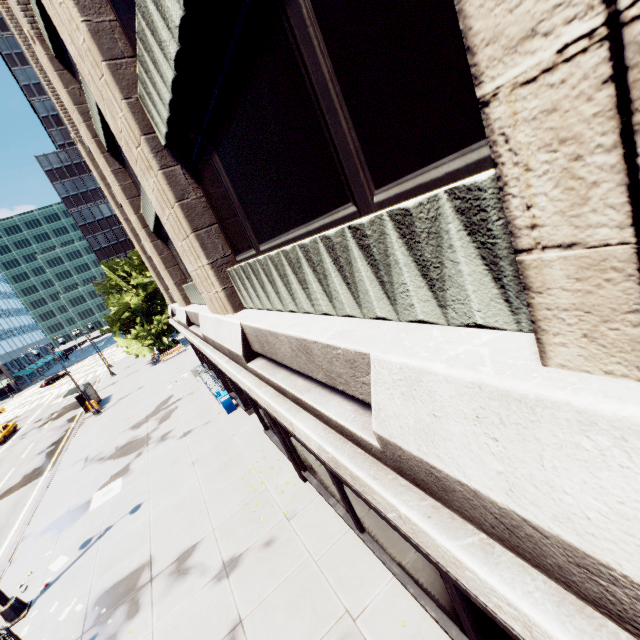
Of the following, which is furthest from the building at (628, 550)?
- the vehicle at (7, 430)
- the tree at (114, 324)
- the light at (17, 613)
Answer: the vehicle at (7, 430)

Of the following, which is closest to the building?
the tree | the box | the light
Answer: the box

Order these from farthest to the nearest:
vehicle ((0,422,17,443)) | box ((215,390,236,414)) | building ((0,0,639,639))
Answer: vehicle ((0,422,17,443)) → box ((215,390,236,414)) → building ((0,0,639,639))

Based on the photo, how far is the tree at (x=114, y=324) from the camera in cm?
3712

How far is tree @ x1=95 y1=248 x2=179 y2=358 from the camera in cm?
3712

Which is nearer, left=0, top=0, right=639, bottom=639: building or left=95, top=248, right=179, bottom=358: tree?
left=0, top=0, right=639, bottom=639: building

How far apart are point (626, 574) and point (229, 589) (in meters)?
9.67

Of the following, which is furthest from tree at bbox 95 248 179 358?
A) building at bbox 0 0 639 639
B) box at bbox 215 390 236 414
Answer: box at bbox 215 390 236 414
